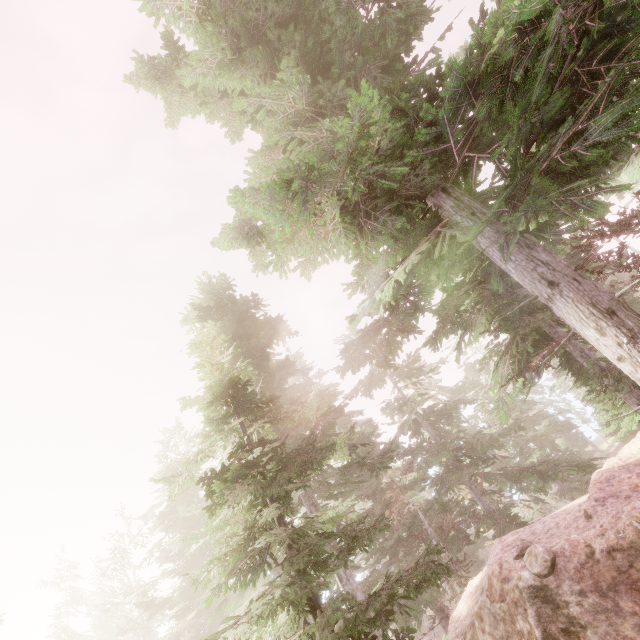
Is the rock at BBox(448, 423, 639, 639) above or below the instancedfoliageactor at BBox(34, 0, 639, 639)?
below

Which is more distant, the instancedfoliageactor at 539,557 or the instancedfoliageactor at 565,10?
the instancedfoliageactor at 539,557

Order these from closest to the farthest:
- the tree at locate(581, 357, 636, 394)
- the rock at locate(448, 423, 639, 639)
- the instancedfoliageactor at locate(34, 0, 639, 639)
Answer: the instancedfoliageactor at locate(34, 0, 639, 639) → the rock at locate(448, 423, 639, 639) → the tree at locate(581, 357, 636, 394)

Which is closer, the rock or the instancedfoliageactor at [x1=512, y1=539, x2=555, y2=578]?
the rock

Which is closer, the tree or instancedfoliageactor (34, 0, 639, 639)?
instancedfoliageactor (34, 0, 639, 639)

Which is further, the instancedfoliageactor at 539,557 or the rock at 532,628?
the instancedfoliageactor at 539,557

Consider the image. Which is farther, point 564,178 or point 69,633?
point 69,633

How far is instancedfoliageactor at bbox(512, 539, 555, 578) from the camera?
7.2m
